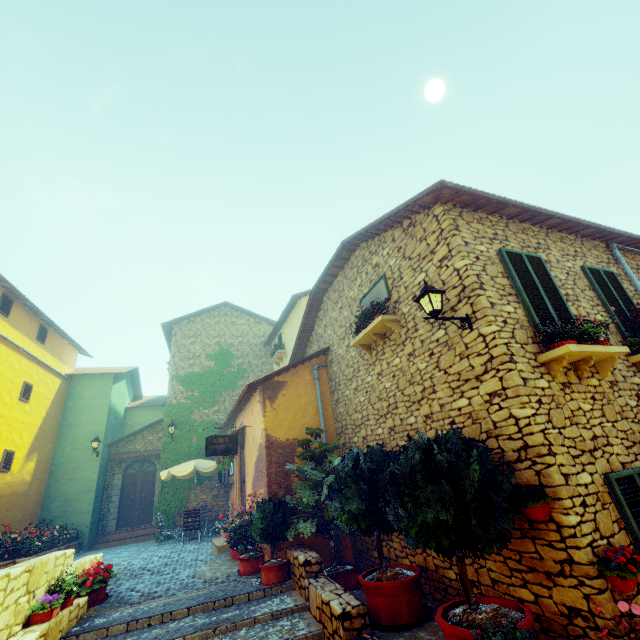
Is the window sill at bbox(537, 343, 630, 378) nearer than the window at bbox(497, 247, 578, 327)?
Yes

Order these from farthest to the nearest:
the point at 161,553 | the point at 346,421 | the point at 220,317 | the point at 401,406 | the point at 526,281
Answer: the point at 220,317 → the point at 161,553 → the point at 346,421 → the point at 401,406 → the point at 526,281

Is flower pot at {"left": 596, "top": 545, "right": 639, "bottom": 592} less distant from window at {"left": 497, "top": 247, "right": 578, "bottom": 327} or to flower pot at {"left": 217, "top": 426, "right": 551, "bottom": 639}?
flower pot at {"left": 217, "top": 426, "right": 551, "bottom": 639}

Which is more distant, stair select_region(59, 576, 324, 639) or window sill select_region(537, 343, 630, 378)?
stair select_region(59, 576, 324, 639)

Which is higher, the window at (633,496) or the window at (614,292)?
the window at (614,292)

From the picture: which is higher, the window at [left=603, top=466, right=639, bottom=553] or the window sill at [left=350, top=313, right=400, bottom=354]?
the window sill at [left=350, top=313, right=400, bottom=354]

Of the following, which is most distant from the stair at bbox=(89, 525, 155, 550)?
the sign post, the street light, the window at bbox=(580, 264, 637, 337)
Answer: the window at bbox=(580, 264, 637, 337)

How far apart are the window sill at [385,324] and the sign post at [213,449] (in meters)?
4.78
